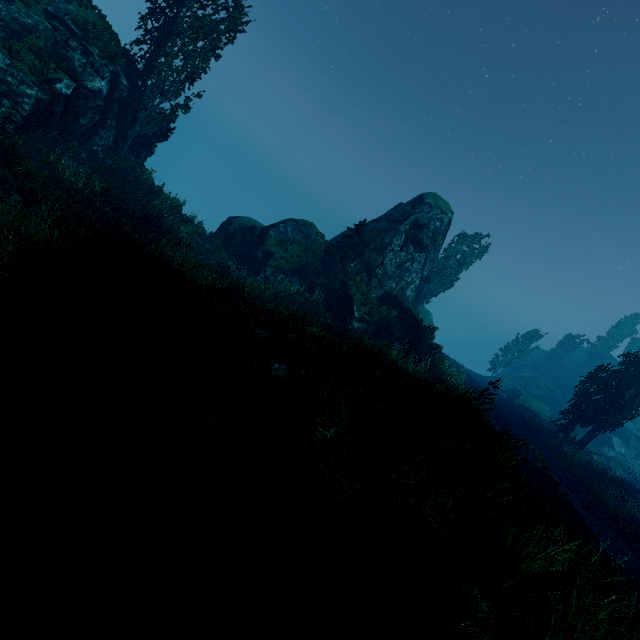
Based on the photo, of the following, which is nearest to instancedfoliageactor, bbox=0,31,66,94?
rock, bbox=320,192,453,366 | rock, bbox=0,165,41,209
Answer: rock, bbox=320,192,453,366

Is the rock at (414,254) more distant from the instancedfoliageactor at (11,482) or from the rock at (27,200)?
the rock at (27,200)

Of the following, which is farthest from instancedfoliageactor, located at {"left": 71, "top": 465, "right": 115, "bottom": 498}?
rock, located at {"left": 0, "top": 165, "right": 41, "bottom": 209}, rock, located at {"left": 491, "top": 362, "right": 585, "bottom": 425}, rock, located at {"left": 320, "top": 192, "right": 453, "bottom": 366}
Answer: rock, located at {"left": 0, "top": 165, "right": 41, "bottom": 209}

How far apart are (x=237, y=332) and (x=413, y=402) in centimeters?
549cm

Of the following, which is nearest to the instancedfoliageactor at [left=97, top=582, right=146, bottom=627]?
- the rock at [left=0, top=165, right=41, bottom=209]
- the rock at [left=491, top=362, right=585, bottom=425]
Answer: the rock at [left=491, top=362, right=585, bottom=425]

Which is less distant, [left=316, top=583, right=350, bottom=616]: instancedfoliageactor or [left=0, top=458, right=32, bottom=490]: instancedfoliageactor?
[left=316, top=583, right=350, bottom=616]: instancedfoliageactor

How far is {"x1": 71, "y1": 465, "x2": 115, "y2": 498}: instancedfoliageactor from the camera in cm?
419

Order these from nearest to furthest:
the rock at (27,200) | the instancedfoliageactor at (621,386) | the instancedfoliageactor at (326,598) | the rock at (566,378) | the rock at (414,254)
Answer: the instancedfoliageactor at (326,598) → the rock at (27,200) → the instancedfoliageactor at (621,386) → the rock at (414,254) → the rock at (566,378)
